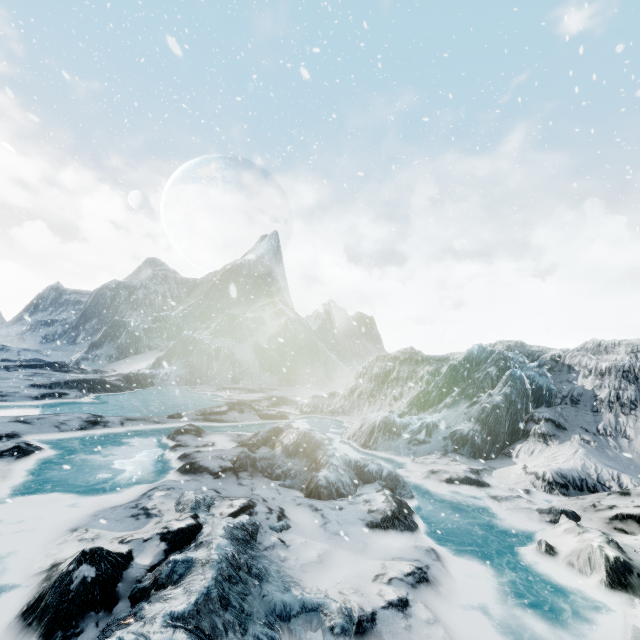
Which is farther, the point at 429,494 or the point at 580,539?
the point at 429,494
